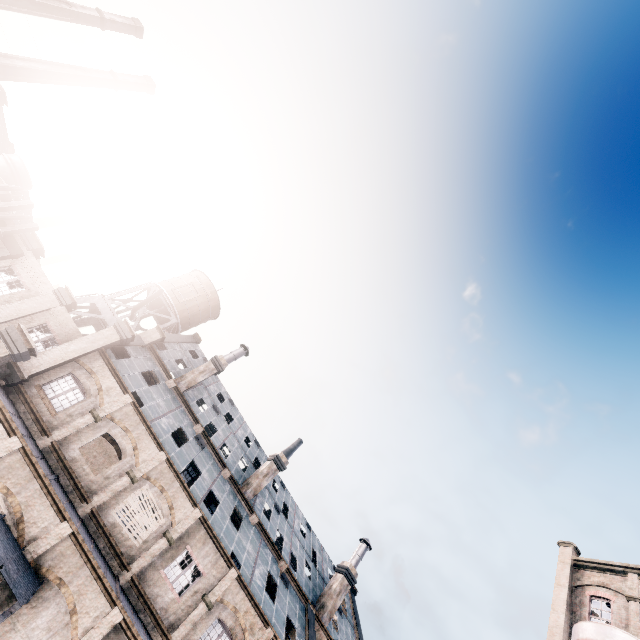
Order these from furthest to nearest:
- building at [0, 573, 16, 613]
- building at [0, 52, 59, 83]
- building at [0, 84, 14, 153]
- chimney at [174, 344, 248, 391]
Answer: building at [0, 52, 59, 83] < building at [0, 84, 14, 153] < chimney at [174, 344, 248, 391] < building at [0, 573, 16, 613]

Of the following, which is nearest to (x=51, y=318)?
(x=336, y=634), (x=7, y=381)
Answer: (x=7, y=381)

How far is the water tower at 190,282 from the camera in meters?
33.9 m

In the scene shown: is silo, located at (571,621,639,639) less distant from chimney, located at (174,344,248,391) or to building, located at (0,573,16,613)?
building, located at (0,573,16,613)

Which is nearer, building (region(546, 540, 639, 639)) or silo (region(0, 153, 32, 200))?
building (region(546, 540, 639, 639))

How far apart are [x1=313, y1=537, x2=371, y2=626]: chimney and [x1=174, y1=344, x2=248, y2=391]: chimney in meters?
22.0

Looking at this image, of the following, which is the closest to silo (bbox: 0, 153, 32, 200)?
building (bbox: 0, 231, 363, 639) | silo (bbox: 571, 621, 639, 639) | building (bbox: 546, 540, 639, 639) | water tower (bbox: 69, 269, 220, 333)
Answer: building (bbox: 0, 231, 363, 639)

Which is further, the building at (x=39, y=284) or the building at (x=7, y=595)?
the building at (x=39, y=284)
